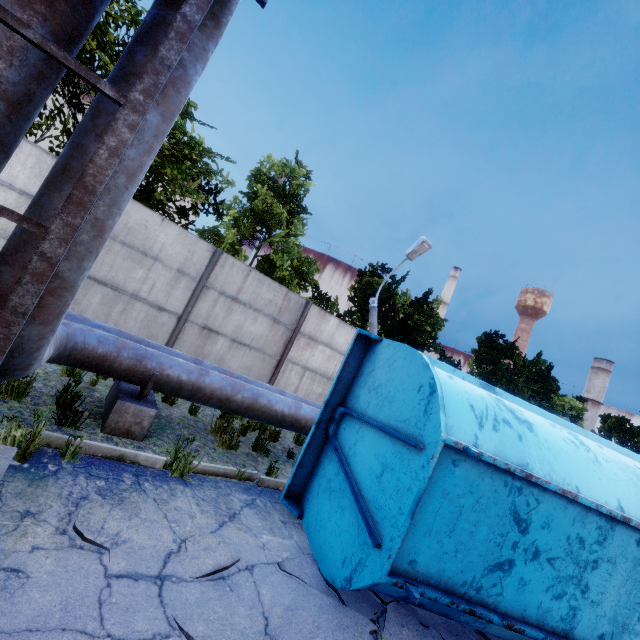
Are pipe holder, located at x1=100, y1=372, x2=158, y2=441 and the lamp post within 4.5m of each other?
no

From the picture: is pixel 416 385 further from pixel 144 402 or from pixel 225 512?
pixel 144 402

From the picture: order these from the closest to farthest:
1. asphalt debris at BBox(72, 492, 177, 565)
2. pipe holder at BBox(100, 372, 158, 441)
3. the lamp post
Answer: A: asphalt debris at BBox(72, 492, 177, 565) → pipe holder at BBox(100, 372, 158, 441) → the lamp post

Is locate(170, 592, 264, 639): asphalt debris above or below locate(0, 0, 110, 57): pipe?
below

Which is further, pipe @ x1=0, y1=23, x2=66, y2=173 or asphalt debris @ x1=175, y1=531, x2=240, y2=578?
asphalt debris @ x1=175, y1=531, x2=240, y2=578

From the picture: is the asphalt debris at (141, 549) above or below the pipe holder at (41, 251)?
below

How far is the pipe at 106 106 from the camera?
2.6m

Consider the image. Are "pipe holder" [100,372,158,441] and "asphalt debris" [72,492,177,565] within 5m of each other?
yes
